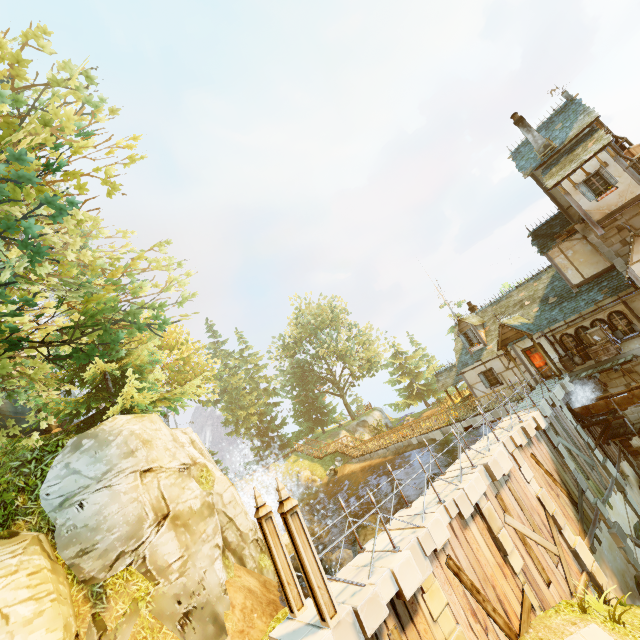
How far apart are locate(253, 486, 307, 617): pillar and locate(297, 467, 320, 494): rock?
26.3m

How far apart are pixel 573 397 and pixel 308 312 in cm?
3201

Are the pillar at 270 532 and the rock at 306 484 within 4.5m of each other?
no

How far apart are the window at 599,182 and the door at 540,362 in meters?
8.6

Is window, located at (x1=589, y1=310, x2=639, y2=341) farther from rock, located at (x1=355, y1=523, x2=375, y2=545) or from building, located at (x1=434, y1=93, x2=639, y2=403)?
rock, located at (x1=355, y1=523, x2=375, y2=545)

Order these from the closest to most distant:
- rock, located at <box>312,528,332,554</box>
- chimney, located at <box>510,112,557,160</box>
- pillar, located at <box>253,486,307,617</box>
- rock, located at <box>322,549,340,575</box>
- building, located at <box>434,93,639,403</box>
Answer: pillar, located at <box>253,486,307,617</box> < building, located at <box>434,93,639,403</box> < chimney, located at <box>510,112,557,160</box> < rock, located at <box>322,549,340,575</box> < rock, located at <box>312,528,332,554</box>

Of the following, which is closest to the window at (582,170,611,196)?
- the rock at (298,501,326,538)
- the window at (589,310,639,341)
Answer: the window at (589,310,639,341)

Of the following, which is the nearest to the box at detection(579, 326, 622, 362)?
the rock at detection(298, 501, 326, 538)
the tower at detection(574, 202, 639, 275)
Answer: the tower at detection(574, 202, 639, 275)
